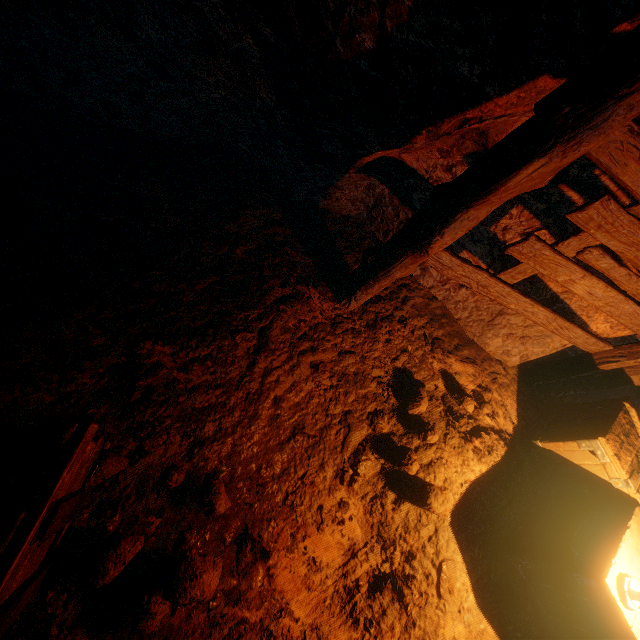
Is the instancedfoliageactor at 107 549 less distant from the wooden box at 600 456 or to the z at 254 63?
the z at 254 63

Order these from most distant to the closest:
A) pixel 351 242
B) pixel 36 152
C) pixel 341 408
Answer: pixel 351 242 < pixel 341 408 < pixel 36 152

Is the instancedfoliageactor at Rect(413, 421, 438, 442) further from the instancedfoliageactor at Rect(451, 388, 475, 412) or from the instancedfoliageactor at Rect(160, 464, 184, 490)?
the instancedfoliageactor at Rect(160, 464, 184, 490)

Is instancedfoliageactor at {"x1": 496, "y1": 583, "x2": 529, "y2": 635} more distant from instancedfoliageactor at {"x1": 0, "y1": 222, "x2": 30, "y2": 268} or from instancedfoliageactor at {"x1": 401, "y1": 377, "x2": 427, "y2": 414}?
instancedfoliageactor at {"x1": 0, "y1": 222, "x2": 30, "y2": 268}

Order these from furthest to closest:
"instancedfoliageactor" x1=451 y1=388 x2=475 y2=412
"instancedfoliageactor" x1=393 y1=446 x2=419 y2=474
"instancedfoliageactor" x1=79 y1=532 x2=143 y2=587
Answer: "instancedfoliageactor" x1=451 y1=388 x2=475 y2=412 → "instancedfoliageactor" x1=393 y1=446 x2=419 y2=474 → "instancedfoliageactor" x1=79 y1=532 x2=143 y2=587

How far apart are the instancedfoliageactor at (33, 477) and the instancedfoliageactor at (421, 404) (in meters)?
2.53

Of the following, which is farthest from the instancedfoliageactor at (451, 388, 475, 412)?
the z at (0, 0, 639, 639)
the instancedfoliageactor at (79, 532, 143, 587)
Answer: the instancedfoliageactor at (79, 532, 143, 587)

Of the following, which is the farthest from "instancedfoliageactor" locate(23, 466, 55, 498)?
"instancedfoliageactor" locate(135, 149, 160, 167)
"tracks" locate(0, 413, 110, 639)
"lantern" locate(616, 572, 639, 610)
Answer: "lantern" locate(616, 572, 639, 610)
